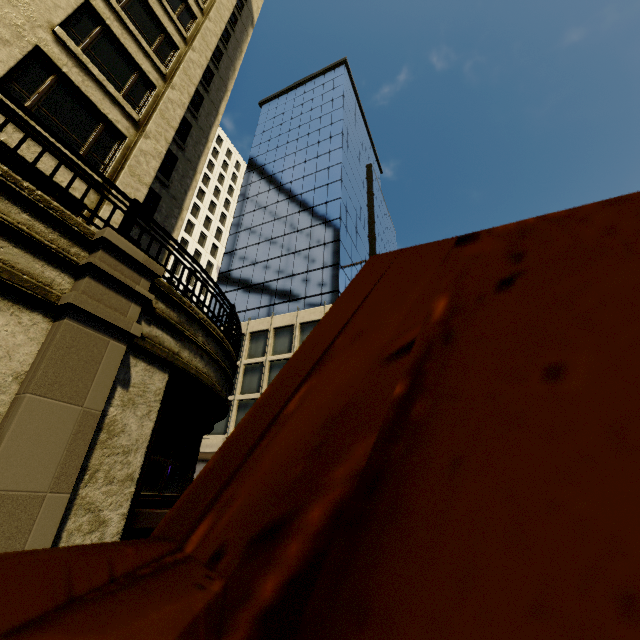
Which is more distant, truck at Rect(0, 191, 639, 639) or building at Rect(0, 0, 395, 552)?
building at Rect(0, 0, 395, 552)

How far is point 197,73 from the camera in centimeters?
1298cm

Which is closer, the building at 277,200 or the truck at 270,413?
the truck at 270,413
